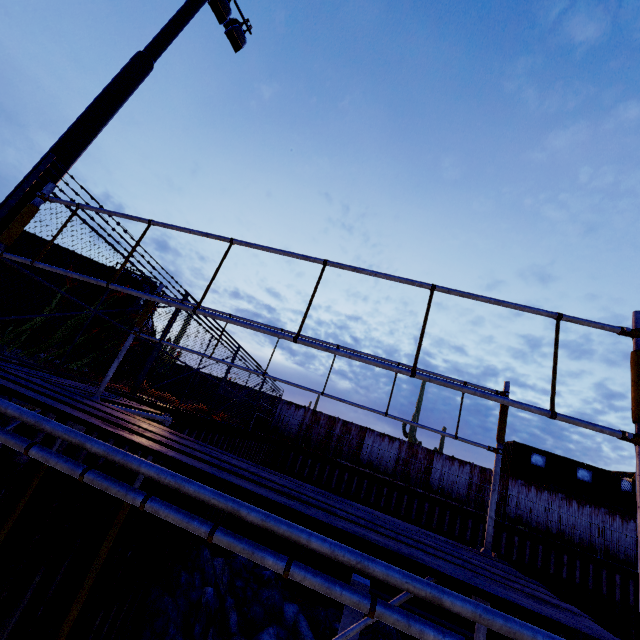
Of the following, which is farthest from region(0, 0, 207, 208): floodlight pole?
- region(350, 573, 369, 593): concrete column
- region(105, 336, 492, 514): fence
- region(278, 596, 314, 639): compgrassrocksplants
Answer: region(278, 596, 314, 639): compgrassrocksplants

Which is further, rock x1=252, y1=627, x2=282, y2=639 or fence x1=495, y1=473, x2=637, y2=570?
fence x1=495, y1=473, x2=637, y2=570

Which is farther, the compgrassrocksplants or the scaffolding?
the compgrassrocksplants

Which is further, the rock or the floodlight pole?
the rock

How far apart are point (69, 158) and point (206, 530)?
6.30m

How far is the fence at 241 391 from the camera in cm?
973

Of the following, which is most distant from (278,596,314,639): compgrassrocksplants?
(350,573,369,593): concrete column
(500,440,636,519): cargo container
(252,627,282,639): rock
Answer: (500,440,636,519): cargo container

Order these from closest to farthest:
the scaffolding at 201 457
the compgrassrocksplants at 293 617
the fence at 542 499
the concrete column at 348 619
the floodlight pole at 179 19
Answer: the scaffolding at 201 457 < the floodlight pole at 179 19 < the concrete column at 348 619 < the compgrassrocksplants at 293 617 < the fence at 542 499
